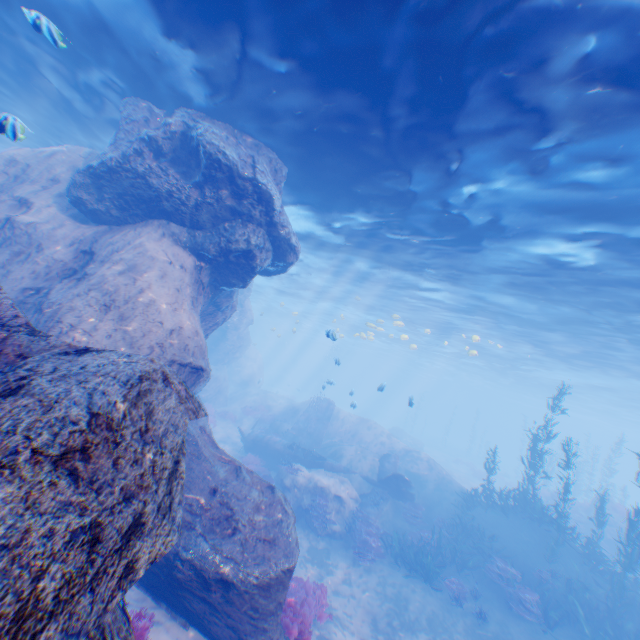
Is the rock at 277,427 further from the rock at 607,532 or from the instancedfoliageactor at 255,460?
the rock at 607,532

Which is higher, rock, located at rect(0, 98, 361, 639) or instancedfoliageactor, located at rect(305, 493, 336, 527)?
rock, located at rect(0, 98, 361, 639)

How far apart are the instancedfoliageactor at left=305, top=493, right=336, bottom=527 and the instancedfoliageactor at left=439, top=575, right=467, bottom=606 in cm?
476

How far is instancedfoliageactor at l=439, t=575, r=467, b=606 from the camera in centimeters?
1200cm

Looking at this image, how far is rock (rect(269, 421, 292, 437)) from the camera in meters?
24.0

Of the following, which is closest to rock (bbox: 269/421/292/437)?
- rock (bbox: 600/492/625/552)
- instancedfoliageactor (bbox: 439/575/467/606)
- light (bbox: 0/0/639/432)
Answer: light (bbox: 0/0/639/432)

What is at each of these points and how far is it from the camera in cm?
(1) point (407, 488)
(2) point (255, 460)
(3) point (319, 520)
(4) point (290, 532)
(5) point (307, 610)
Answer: (1) plane, 1681
(2) instancedfoliageactor, 1928
(3) instancedfoliageactor, 1491
(4) rock, 723
(5) instancedfoliageactor, 930

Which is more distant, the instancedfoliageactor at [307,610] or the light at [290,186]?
the instancedfoliageactor at [307,610]
